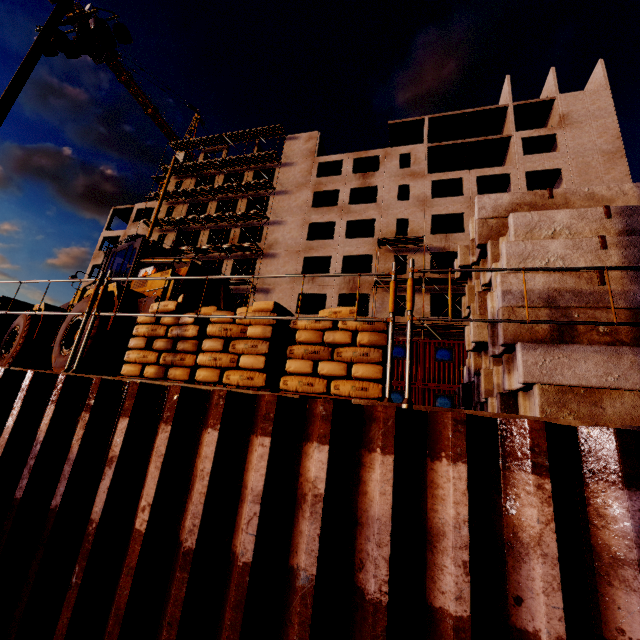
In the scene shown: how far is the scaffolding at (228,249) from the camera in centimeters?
3275cm

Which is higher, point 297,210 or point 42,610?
point 297,210

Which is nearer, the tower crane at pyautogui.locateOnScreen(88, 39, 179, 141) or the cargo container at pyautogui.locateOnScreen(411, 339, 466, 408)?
the cargo container at pyautogui.locateOnScreen(411, 339, 466, 408)

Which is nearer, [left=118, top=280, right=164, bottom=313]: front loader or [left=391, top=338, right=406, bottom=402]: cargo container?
[left=118, top=280, right=164, bottom=313]: front loader

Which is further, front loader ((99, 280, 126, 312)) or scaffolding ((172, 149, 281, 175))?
scaffolding ((172, 149, 281, 175))

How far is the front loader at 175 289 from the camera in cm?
662

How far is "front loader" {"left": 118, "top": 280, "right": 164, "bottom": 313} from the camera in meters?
6.5 m

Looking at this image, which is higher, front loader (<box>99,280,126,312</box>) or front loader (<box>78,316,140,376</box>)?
front loader (<box>99,280,126,312</box>)
